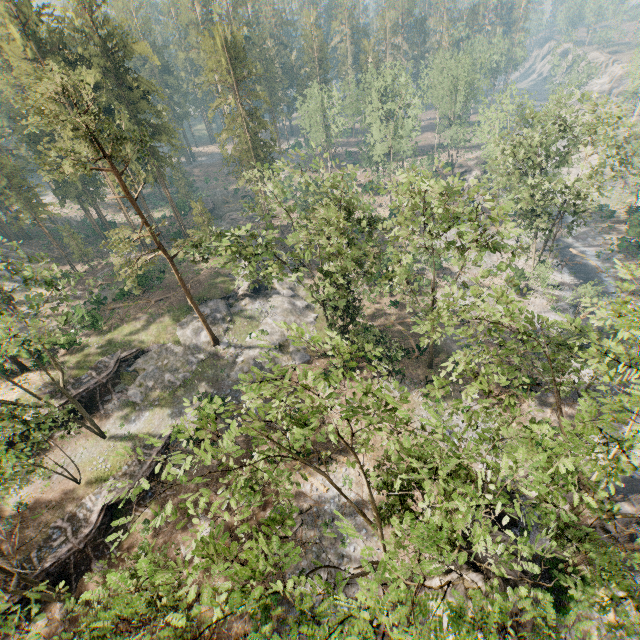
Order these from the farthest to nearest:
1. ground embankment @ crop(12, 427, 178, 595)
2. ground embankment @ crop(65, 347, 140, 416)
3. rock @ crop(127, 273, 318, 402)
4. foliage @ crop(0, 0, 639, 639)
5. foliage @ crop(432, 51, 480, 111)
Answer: foliage @ crop(432, 51, 480, 111)
rock @ crop(127, 273, 318, 402)
ground embankment @ crop(65, 347, 140, 416)
ground embankment @ crop(12, 427, 178, 595)
foliage @ crop(0, 0, 639, 639)

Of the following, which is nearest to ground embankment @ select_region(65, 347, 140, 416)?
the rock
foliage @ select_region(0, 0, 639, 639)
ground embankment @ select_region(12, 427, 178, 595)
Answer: the rock

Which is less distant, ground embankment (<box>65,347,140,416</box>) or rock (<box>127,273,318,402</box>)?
ground embankment (<box>65,347,140,416</box>)

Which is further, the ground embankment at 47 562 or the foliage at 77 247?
the foliage at 77 247

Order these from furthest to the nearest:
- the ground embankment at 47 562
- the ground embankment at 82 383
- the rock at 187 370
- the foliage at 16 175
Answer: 1. the rock at 187 370
2. the ground embankment at 82 383
3. the ground embankment at 47 562
4. the foliage at 16 175

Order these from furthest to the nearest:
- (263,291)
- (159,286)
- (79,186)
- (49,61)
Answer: (79,186) → (159,286) → (263,291) → (49,61)

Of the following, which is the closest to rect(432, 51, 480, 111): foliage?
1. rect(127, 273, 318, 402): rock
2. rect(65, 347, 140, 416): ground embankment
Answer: rect(127, 273, 318, 402): rock

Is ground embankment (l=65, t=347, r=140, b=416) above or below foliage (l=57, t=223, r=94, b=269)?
below
